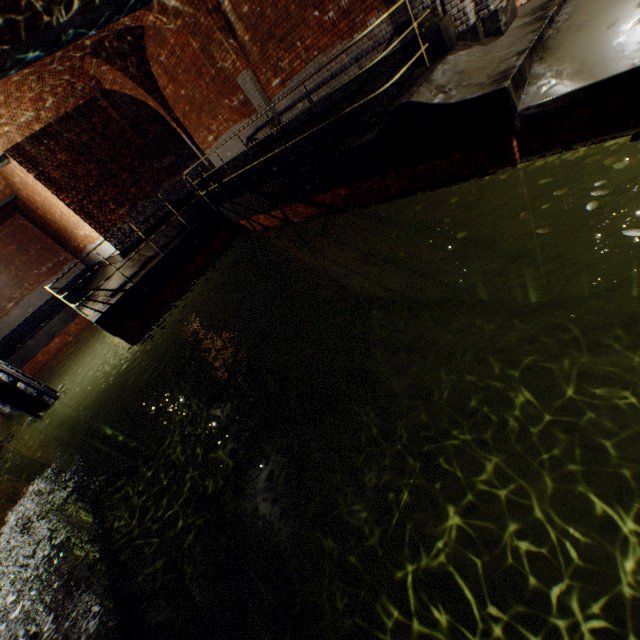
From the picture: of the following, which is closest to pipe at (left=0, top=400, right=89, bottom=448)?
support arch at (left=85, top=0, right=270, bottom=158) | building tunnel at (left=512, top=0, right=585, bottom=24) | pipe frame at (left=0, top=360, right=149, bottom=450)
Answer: pipe frame at (left=0, top=360, right=149, bottom=450)

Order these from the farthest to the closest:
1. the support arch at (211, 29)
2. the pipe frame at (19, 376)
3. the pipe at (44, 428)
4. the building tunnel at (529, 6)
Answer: the pipe at (44, 428), the pipe frame at (19, 376), the support arch at (211, 29), the building tunnel at (529, 6)

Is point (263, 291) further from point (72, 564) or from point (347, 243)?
point (72, 564)

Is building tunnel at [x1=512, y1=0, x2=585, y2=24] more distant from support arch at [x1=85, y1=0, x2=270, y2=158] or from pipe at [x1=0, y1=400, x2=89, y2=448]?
pipe at [x1=0, y1=400, x2=89, y2=448]

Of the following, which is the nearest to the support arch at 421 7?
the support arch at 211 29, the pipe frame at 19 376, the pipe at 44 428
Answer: the pipe at 44 428

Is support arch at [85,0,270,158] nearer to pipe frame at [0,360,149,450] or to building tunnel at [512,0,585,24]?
building tunnel at [512,0,585,24]

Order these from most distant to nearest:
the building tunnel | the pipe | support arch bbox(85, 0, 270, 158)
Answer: the pipe
support arch bbox(85, 0, 270, 158)
the building tunnel

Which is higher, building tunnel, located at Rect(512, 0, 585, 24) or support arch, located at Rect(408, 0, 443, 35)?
support arch, located at Rect(408, 0, 443, 35)
